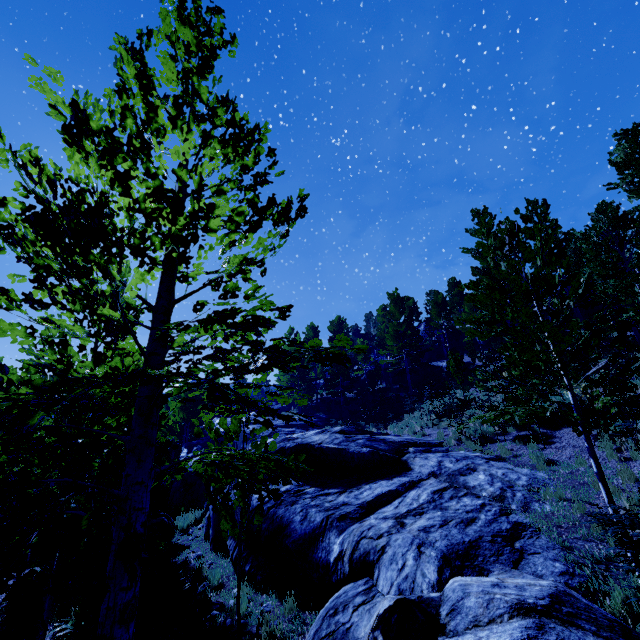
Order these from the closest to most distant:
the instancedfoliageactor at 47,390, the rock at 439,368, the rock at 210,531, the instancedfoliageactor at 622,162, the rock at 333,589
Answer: the instancedfoliageactor at 47,390
the rock at 333,589
the rock at 210,531
the instancedfoliageactor at 622,162
the rock at 439,368

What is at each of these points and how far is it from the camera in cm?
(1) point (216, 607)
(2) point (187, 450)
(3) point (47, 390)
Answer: (1) rock, 699
(2) rock, 1961
(3) instancedfoliageactor, 372

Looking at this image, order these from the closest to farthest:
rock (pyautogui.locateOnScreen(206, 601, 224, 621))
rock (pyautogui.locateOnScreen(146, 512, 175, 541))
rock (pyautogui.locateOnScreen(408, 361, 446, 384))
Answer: rock (pyautogui.locateOnScreen(206, 601, 224, 621)) < rock (pyautogui.locateOnScreen(146, 512, 175, 541)) < rock (pyautogui.locateOnScreen(408, 361, 446, 384))

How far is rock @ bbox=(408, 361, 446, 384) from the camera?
31.0 meters

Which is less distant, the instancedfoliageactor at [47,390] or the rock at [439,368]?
the instancedfoliageactor at [47,390]

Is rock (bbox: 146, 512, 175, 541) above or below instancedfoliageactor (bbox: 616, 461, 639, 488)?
below

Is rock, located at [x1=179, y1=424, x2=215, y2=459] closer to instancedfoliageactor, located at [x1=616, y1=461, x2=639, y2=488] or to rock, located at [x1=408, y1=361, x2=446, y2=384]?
instancedfoliageactor, located at [x1=616, y1=461, x2=639, y2=488]

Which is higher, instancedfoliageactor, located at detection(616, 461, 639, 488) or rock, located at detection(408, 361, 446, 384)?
rock, located at detection(408, 361, 446, 384)
